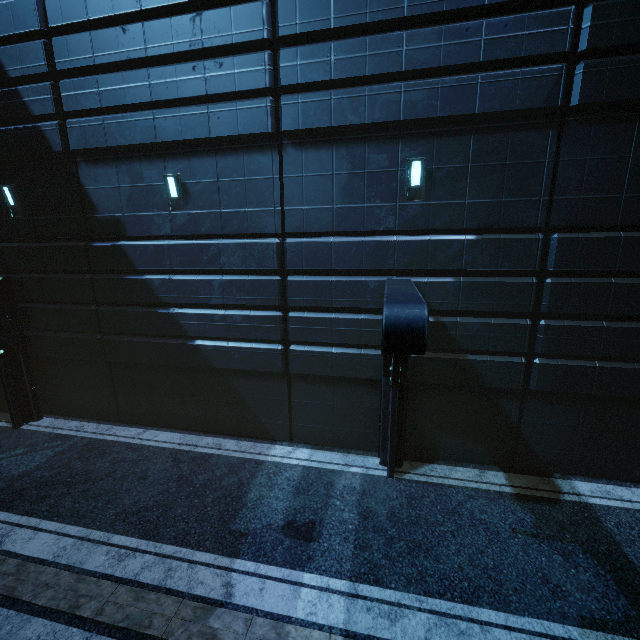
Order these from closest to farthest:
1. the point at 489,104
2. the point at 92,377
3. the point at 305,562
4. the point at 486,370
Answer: the point at 305,562 < the point at 489,104 < the point at 486,370 < the point at 92,377
